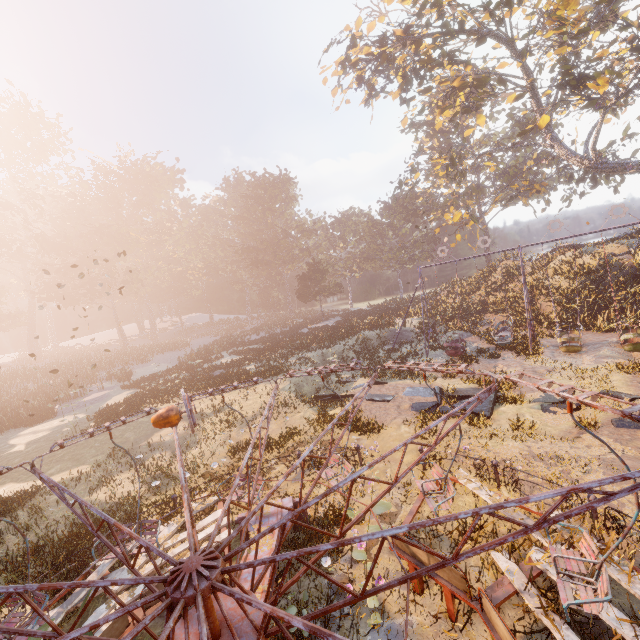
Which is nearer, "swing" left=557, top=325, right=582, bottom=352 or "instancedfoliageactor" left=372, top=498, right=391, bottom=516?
"instancedfoliageactor" left=372, top=498, right=391, bottom=516

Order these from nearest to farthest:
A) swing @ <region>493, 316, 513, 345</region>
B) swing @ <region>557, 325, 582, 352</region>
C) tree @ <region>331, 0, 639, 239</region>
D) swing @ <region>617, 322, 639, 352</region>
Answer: swing @ <region>617, 322, 639, 352</region>, swing @ <region>557, 325, 582, 352</region>, tree @ <region>331, 0, 639, 239</region>, swing @ <region>493, 316, 513, 345</region>

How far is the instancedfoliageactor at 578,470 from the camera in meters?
8.0 m

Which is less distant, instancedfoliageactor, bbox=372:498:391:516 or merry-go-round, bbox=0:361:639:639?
merry-go-round, bbox=0:361:639:639

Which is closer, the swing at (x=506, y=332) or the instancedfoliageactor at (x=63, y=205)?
the swing at (x=506, y=332)

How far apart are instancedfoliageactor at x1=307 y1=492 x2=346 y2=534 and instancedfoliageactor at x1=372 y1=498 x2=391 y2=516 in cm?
262

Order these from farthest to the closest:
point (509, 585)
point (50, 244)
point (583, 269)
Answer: point (50, 244)
point (583, 269)
point (509, 585)

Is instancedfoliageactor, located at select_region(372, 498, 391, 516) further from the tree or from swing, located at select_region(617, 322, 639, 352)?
the tree
